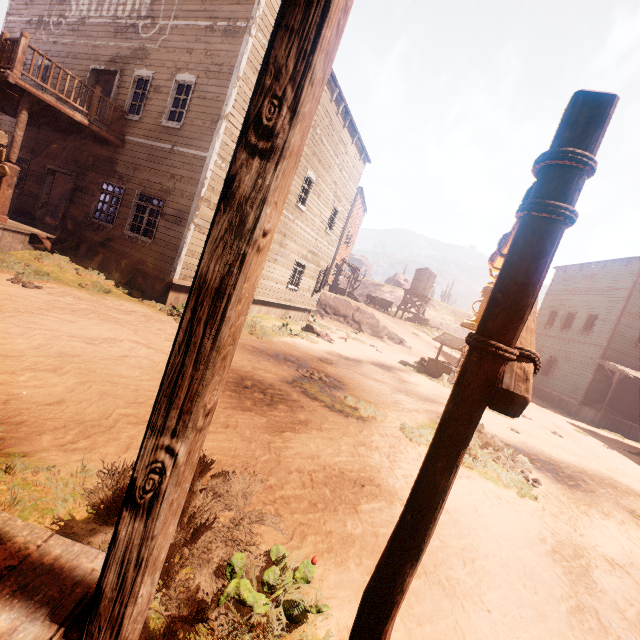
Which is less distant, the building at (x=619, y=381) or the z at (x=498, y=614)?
the z at (x=498, y=614)

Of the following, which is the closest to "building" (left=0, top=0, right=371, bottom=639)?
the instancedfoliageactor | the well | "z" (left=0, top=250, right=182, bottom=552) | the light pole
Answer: "z" (left=0, top=250, right=182, bottom=552)

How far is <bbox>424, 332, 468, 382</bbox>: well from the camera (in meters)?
16.19

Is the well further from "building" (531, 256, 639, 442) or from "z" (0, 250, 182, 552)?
"building" (531, 256, 639, 442)

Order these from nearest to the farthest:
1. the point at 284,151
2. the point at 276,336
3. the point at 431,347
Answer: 1. the point at 284,151
2. the point at 276,336
3. the point at 431,347

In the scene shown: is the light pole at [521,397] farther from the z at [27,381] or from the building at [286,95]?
the building at [286,95]

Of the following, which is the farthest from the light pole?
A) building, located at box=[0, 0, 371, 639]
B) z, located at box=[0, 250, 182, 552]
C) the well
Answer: the well

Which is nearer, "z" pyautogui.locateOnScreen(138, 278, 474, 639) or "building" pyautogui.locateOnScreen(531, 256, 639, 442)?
"z" pyautogui.locateOnScreen(138, 278, 474, 639)
